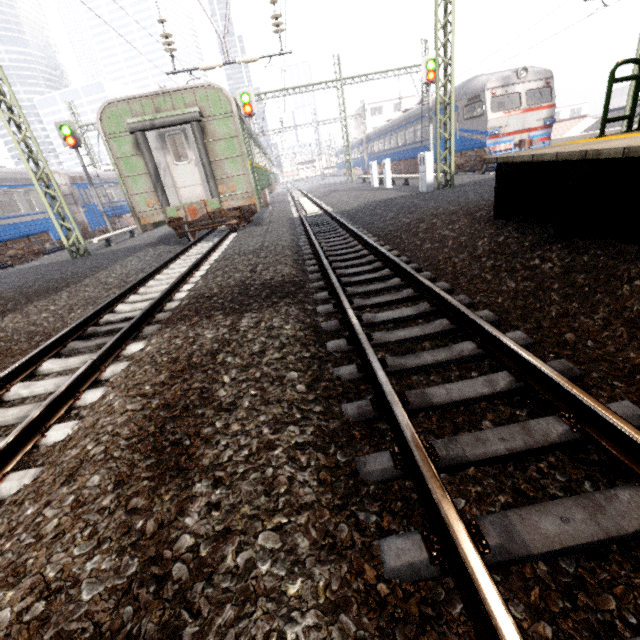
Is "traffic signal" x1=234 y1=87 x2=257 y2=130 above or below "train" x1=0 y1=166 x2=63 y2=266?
above

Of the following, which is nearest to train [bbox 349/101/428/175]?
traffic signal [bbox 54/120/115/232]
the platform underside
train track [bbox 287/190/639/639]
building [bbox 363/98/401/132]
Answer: building [bbox 363/98/401/132]

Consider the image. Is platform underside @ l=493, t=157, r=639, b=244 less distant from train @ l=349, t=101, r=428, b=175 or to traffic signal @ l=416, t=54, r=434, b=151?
train @ l=349, t=101, r=428, b=175

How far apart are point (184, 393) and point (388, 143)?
39.5 meters

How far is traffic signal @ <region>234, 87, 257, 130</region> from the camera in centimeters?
1653cm

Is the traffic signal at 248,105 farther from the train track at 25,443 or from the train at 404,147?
the train at 404,147

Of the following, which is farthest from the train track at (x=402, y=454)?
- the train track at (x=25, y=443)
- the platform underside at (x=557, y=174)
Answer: the train track at (x=25, y=443)

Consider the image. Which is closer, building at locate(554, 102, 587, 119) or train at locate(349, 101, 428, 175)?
train at locate(349, 101, 428, 175)
